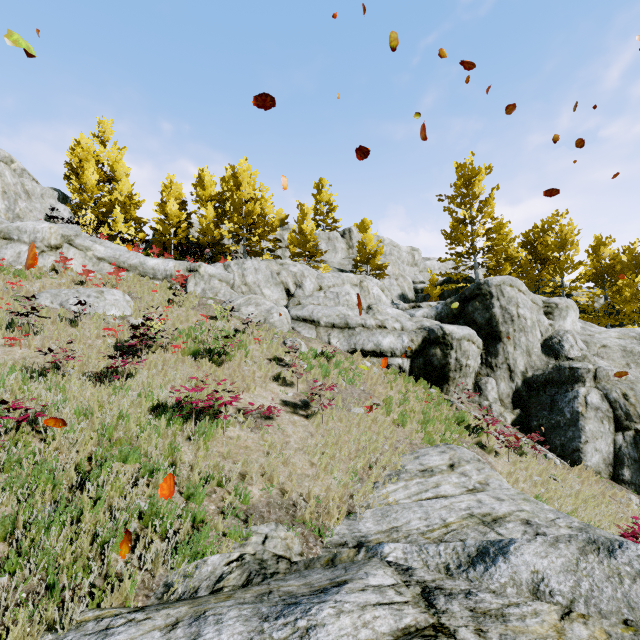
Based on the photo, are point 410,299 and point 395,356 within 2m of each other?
no

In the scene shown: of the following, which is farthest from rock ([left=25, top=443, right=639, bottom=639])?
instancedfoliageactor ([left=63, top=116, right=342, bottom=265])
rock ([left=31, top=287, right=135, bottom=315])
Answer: rock ([left=31, top=287, right=135, bottom=315])

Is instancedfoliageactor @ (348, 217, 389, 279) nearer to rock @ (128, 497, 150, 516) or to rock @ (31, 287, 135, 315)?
rock @ (128, 497, 150, 516)

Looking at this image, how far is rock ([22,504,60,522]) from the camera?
3.69m

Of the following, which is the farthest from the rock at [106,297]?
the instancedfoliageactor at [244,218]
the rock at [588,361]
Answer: the instancedfoliageactor at [244,218]

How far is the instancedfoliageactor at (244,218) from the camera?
25.1m
